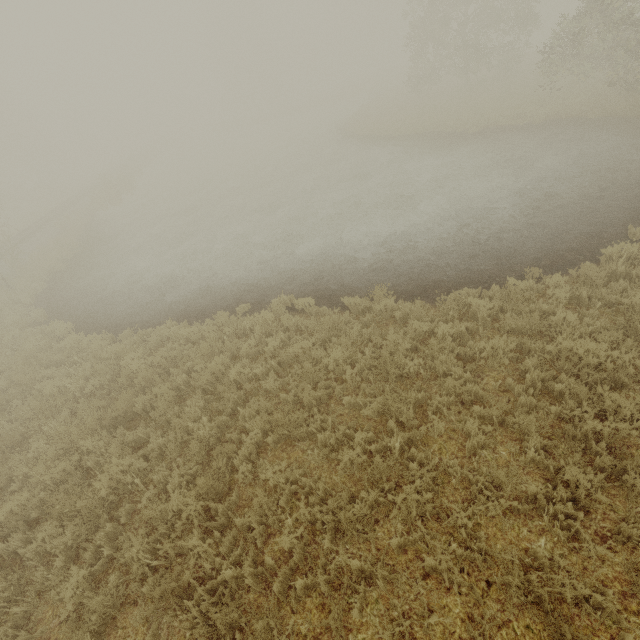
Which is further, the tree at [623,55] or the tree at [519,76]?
the tree at [519,76]

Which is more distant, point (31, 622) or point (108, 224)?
point (108, 224)

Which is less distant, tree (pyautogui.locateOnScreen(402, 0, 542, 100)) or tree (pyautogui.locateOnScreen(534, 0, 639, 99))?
tree (pyautogui.locateOnScreen(534, 0, 639, 99))
